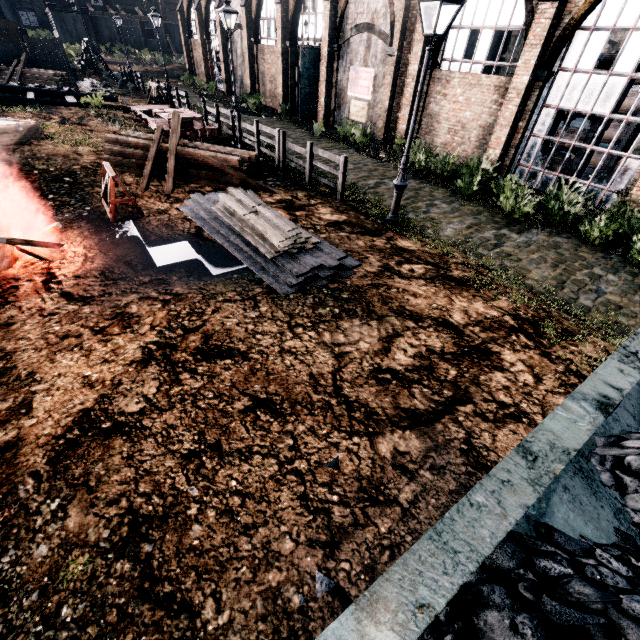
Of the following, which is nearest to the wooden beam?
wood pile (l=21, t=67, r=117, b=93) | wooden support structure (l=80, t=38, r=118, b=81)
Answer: wood pile (l=21, t=67, r=117, b=93)

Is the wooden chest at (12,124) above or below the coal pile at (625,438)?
below

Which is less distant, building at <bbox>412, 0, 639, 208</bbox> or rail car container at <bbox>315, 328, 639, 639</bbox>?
rail car container at <bbox>315, 328, 639, 639</bbox>

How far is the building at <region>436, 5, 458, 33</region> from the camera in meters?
15.1

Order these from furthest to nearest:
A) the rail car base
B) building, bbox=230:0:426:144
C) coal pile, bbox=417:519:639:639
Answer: building, bbox=230:0:426:144 → the rail car base → coal pile, bbox=417:519:639:639

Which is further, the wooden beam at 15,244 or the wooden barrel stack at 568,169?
the wooden barrel stack at 568,169

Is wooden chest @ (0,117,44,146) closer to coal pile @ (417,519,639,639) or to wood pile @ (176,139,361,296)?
wood pile @ (176,139,361,296)

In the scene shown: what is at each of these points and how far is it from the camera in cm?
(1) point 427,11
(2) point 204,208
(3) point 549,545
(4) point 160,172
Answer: (1) building, 1540
(2) wood pile, 1017
(3) coal pile, 190
(4) wood pile, 1264
